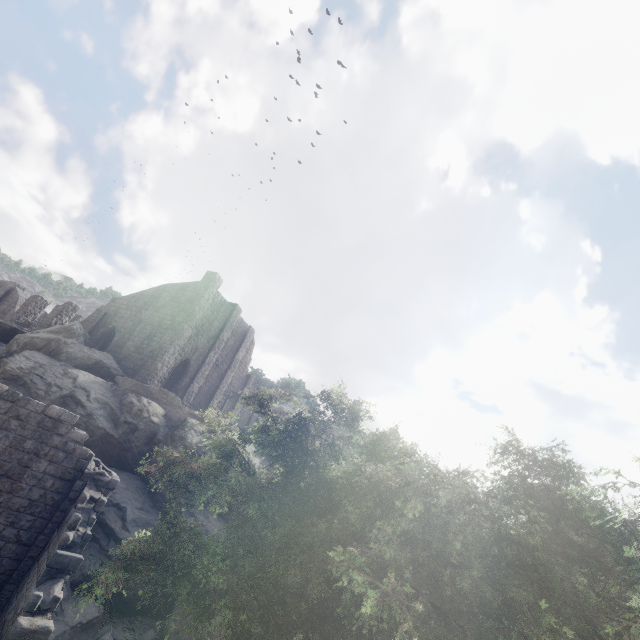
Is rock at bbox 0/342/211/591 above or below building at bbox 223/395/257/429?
below

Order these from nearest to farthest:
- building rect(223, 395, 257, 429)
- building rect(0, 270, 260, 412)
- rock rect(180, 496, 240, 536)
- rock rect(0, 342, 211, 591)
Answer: rock rect(0, 342, 211, 591)
rock rect(180, 496, 240, 536)
building rect(0, 270, 260, 412)
building rect(223, 395, 257, 429)

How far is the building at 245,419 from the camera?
38.16m

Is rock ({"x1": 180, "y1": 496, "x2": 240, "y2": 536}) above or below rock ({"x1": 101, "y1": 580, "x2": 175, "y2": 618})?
above

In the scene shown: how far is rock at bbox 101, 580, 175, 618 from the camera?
14.63m

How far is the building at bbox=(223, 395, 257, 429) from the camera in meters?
38.2 m

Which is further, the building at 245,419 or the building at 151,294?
the building at 245,419

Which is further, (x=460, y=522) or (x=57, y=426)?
(x=57, y=426)
